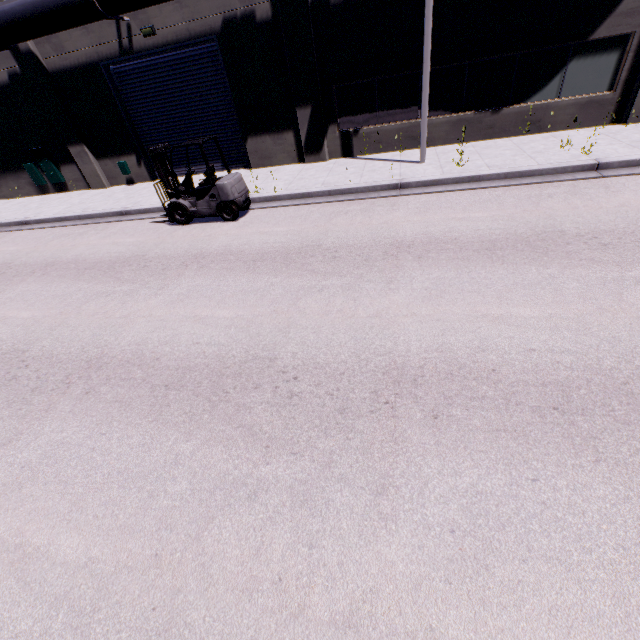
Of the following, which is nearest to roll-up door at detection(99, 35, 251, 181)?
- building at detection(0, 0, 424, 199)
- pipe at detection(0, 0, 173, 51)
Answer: building at detection(0, 0, 424, 199)

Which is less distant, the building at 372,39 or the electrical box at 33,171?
the building at 372,39

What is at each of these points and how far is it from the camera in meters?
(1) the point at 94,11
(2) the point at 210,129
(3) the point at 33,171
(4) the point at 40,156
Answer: (1) pipe, 10.4 m
(2) roll-up door, 13.5 m
(3) electrical box, 15.9 m
(4) electrical box, 15.3 m

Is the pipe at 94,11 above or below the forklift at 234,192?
above

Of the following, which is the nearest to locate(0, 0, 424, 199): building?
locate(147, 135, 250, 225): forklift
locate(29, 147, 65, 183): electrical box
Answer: locate(29, 147, 65, 183): electrical box

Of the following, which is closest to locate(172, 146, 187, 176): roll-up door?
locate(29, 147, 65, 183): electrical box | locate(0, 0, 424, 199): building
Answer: locate(0, 0, 424, 199): building

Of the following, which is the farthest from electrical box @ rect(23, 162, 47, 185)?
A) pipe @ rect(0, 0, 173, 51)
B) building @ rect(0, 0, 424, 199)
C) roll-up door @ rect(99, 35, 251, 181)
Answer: pipe @ rect(0, 0, 173, 51)

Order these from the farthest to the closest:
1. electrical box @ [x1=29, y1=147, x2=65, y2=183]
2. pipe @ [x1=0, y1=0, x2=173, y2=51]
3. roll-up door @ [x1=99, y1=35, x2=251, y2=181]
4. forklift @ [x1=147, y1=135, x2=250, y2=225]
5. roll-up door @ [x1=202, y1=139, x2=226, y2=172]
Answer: electrical box @ [x1=29, y1=147, x2=65, y2=183], roll-up door @ [x1=202, y1=139, x2=226, y2=172], roll-up door @ [x1=99, y1=35, x2=251, y2=181], pipe @ [x1=0, y1=0, x2=173, y2=51], forklift @ [x1=147, y1=135, x2=250, y2=225]
